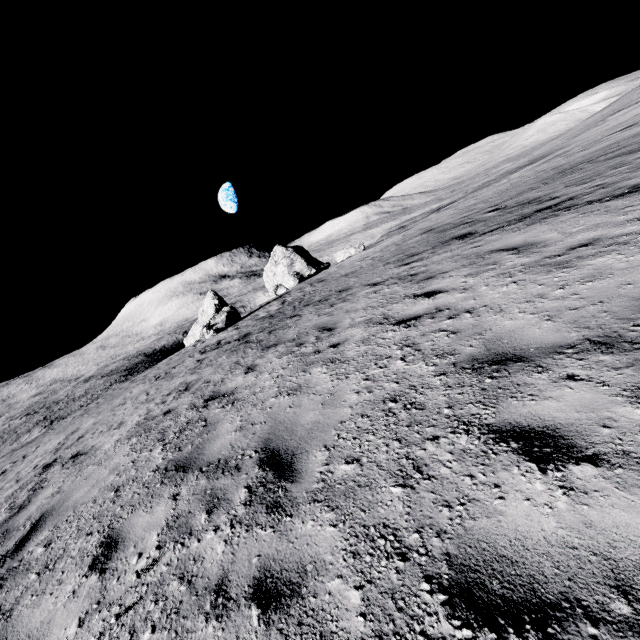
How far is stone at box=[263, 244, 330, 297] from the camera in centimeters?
3784cm

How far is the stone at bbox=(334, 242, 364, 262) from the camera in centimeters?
3100cm

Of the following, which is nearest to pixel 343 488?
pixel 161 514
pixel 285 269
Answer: pixel 161 514

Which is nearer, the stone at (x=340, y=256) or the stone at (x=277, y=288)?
the stone at (x=340, y=256)

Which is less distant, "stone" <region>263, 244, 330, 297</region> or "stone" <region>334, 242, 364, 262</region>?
"stone" <region>334, 242, 364, 262</region>

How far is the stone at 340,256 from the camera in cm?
3100
